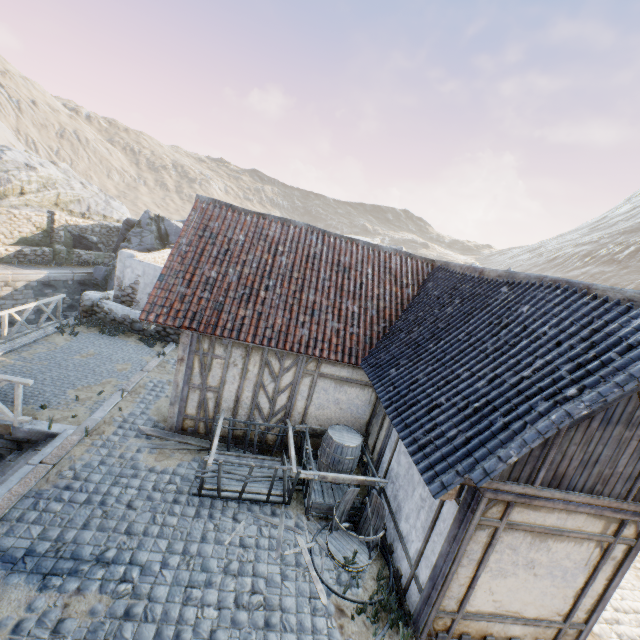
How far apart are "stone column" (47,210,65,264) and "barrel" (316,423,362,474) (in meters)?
22.26

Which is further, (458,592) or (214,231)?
(214,231)

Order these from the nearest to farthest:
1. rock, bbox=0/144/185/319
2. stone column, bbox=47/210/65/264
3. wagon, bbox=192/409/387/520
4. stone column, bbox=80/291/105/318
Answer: wagon, bbox=192/409/387/520 → stone column, bbox=80/291/105/318 → stone column, bbox=47/210/65/264 → rock, bbox=0/144/185/319

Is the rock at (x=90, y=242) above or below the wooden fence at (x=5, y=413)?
above

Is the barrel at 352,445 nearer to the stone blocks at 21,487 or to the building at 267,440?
the building at 267,440

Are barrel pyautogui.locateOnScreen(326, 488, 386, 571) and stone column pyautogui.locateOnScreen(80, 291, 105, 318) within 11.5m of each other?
no

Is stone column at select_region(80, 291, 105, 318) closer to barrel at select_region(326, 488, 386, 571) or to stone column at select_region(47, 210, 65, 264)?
stone column at select_region(47, 210, 65, 264)

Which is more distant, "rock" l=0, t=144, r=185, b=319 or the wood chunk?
"rock" l=0, t=144, r=185, b=319
